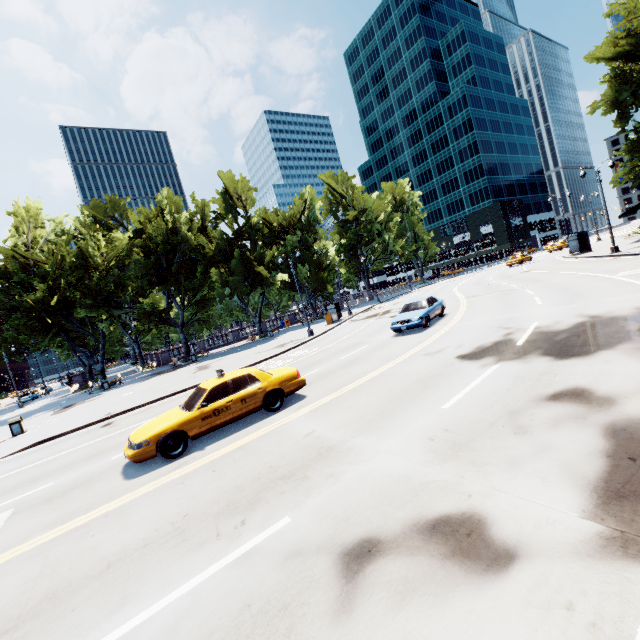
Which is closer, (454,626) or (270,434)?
(454,626)

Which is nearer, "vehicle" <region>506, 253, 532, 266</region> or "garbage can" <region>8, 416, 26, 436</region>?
"garbage can" <region>8, 416, 26, 436</region>

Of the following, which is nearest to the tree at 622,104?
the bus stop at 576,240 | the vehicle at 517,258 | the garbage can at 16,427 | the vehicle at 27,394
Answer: the vehicle at 27,394

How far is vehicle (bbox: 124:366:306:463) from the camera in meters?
8.2

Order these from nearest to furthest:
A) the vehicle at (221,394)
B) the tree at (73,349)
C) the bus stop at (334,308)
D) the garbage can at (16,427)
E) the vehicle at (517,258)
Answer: the vehicle at (221,394) < the garbage can at (16,427) < the tree at (73,349) < the bus stop at (334,308) < the vehicle at (517,258)

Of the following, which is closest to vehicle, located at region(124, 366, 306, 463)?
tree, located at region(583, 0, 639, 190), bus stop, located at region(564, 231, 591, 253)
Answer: tree, located at region(583, 0, 639, 190)

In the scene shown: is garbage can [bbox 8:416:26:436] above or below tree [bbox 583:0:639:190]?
below
